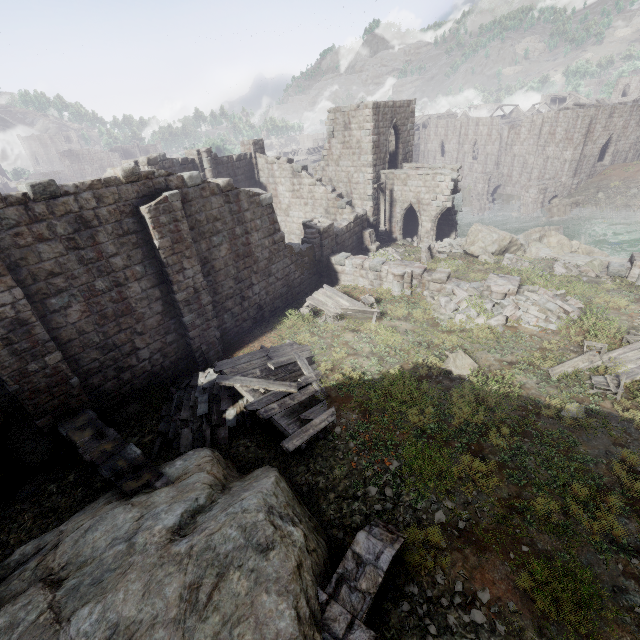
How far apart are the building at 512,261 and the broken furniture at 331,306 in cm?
810

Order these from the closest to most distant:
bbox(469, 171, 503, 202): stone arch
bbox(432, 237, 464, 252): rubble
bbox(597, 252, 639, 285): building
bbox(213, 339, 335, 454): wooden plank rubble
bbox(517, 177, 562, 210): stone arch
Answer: bbox(213, 339, 335, 454): wooden plank rubble < bbox(597, 252, 639, 285): building < bbox(432, 237, 464, 252): rubble < bbox(517, 177, 562, 210): stone arch < bbox(469, 171, 503, 202): stone arch

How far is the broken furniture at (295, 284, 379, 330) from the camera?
14.9m

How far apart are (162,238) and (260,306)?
6.06m

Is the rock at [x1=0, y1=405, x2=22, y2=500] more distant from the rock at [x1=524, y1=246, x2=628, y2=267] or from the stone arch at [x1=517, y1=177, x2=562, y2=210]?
the stone arch at [x1=517, y1=177, x2=562, y2=210]

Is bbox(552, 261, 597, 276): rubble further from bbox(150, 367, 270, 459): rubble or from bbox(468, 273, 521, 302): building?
bbox(150, 367, 270, 459): rubble

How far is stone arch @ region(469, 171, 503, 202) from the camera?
45.1 meters

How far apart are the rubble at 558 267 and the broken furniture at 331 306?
9.6m
